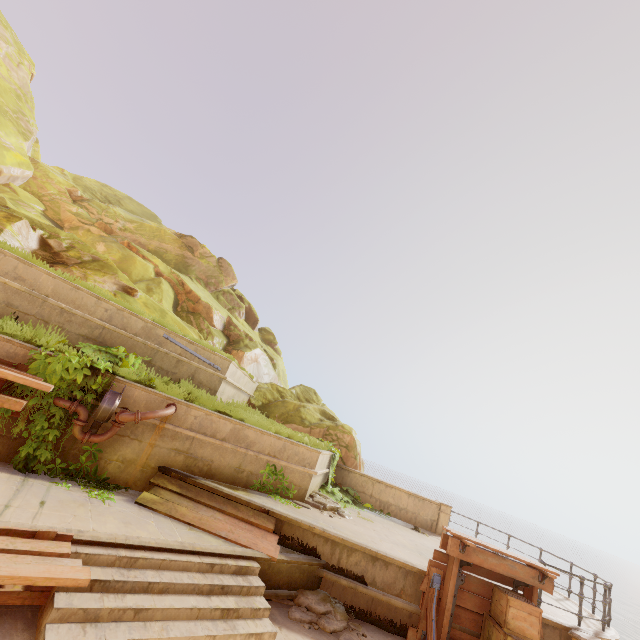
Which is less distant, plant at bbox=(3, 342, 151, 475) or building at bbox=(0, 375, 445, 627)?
building at bbox=(0, 375, 445, 627)

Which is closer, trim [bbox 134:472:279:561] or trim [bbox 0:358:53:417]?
trim [bbox 0:358:53:417]

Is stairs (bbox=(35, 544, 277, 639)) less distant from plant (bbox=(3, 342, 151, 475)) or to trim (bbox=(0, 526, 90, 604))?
trim (bbox=(0, 526, 90, 604))

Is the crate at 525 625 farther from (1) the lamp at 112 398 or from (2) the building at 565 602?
(1) the lamp at 112 398

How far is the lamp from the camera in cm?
619

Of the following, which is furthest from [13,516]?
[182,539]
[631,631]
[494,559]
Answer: [631,631]

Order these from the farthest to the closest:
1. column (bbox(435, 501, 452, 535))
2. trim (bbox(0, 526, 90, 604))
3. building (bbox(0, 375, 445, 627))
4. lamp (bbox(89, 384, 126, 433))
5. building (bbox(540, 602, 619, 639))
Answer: column (bbox(435, 501, 452, 535))
building (bbox(540, 602, 619, 639))
lamp (bbox(89, 384, 126, 433))
building (bbox(0, 375, 445, 627))
trim (bbox(0, 526, 90, 604))

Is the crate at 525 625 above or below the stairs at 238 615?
above
